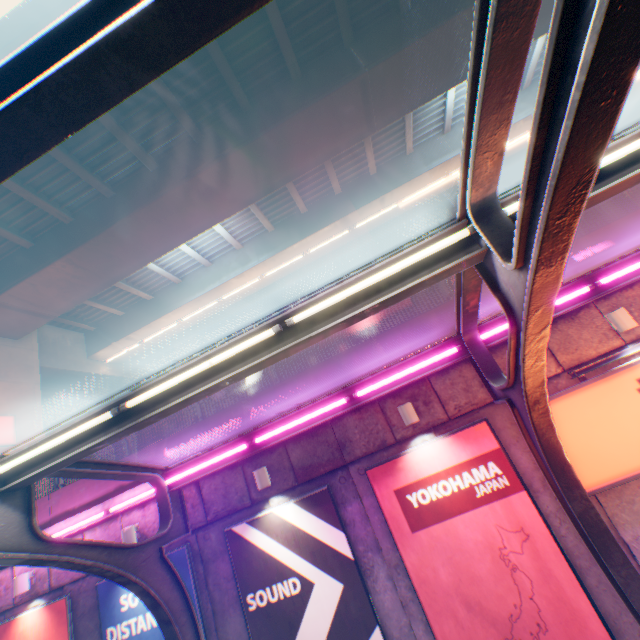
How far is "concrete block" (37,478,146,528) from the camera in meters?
8.5 m

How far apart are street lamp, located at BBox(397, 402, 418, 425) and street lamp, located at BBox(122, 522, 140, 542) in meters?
7.0

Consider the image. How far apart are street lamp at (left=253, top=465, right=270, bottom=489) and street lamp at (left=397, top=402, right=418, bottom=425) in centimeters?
325cm

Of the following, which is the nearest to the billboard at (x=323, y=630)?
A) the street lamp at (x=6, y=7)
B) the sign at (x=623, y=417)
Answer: the sign at (x=623, y=417)

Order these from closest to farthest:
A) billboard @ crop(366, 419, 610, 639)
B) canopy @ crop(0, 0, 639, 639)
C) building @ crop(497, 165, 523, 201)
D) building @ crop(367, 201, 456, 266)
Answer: canopy @ crop(0, 0, 639, 639), billboard @ crop(366, 419, 610, 639), building @ crop(497, 165, 523, 201), building @ crop(367, 201, 456, 266)

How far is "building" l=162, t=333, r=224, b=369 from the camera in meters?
33.8

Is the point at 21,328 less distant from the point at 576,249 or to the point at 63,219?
the point at 63,219

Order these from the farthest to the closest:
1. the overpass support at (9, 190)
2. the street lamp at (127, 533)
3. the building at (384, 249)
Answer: the building at (384, 249) < the overpass support at (9, 190) < the street lamp at (127, 533)
